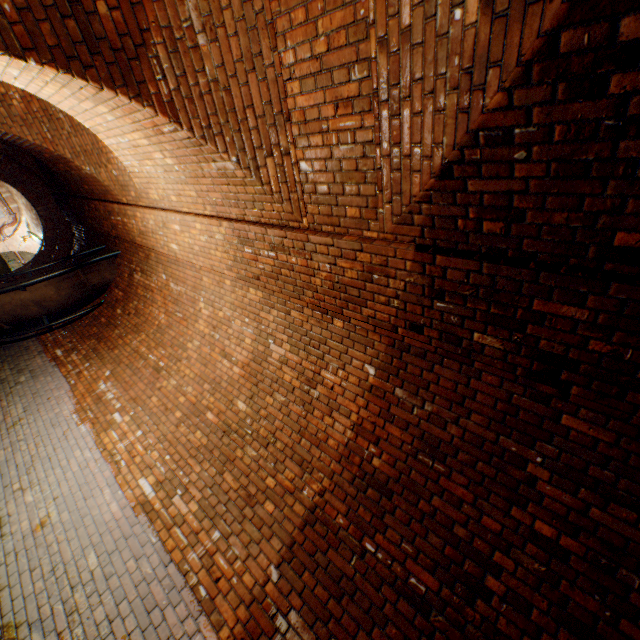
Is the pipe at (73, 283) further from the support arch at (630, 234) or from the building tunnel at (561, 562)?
the support arch at (630, 234)

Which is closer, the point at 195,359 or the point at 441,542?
the point at 441,542

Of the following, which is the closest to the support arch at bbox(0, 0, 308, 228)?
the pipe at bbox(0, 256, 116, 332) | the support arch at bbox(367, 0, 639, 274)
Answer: the support arch at bbox(367, 0, 639, 274)

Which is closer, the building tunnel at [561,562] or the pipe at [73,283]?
the building tunnel at [561,562]

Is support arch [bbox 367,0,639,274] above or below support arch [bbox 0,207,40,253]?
above

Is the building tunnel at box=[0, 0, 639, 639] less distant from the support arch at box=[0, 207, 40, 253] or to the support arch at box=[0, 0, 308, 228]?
the support arch at box=[0, 0, 308, 228]

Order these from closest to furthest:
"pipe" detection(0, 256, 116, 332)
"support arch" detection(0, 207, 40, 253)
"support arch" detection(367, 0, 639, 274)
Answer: "support arch" detection(367, 0, 639, 274) < "pipe" detection(0, 256, 116, 332) < "support arch" detection(0, 207, 40, 253)

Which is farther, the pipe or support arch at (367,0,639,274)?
the pipe
